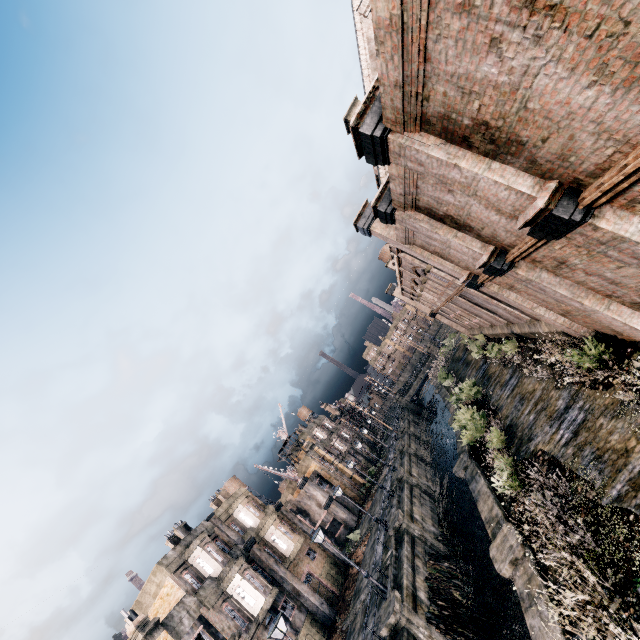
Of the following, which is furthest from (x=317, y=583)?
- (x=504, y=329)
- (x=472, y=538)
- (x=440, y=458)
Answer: (x=504, y=329)

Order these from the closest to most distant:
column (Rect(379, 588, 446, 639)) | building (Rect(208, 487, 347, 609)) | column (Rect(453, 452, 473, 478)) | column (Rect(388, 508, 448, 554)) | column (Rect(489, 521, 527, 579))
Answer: column (Rect(489, 521, 527, 579))
column (Rect(379, 588, 446, 639))
column (Rect(453, 452, 473, 478))
column (Rect(388, 508, 448, 554))
building (Rect(208, 487, 347, 609))

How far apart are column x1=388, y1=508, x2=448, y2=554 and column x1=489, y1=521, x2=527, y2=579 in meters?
13.8

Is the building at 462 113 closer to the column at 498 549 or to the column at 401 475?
the column at 498 549

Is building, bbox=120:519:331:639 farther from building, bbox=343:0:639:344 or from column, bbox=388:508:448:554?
building, bbox=343:0:639:344

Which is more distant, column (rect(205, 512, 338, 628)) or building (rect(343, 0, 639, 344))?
column (rect(205, 512, 338, 628))

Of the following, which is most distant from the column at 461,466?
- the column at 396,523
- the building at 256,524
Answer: the building at 256,524

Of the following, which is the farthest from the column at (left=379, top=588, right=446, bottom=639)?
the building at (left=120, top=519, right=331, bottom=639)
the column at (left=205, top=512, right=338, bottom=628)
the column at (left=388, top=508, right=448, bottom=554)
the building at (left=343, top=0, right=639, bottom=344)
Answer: the building at (left=343, top=0, right=639, bottom=344)
